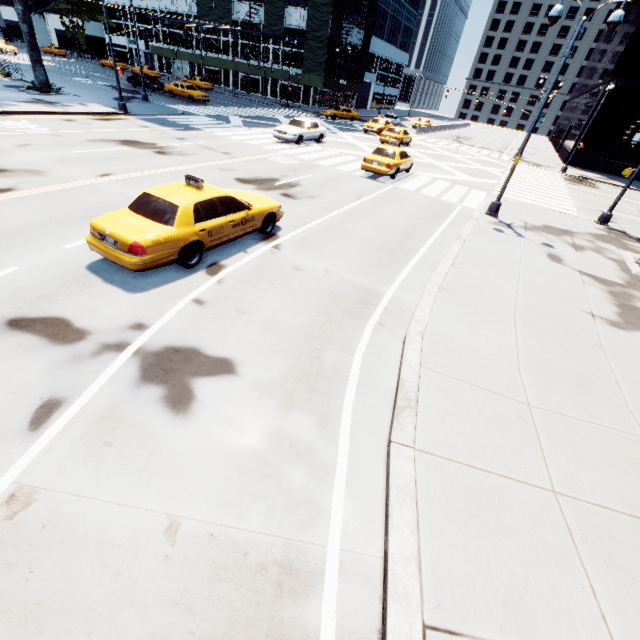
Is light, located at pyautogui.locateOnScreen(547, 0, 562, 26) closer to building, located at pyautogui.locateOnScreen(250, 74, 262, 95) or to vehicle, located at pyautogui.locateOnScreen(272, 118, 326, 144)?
vehicle, located at pyautogui.locateOnScreen(272, 118, 326, 144)

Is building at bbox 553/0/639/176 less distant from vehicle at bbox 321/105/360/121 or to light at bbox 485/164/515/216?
vehicle at bbox 321/105/360/121

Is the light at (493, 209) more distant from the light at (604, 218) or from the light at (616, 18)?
the light at (604, 218)

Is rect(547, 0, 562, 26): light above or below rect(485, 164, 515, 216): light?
above

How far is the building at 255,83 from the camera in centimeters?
5159cm

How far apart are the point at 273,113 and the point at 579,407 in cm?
4118

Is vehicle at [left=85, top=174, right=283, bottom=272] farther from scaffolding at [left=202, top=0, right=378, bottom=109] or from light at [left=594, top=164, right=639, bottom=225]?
scaffolding at [left=202, top=0, right=378, bottom=109]

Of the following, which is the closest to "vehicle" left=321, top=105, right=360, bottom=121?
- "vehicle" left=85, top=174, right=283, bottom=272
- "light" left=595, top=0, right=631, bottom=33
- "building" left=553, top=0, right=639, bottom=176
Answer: "building" left=553, top=0, right=639, bottom=176
